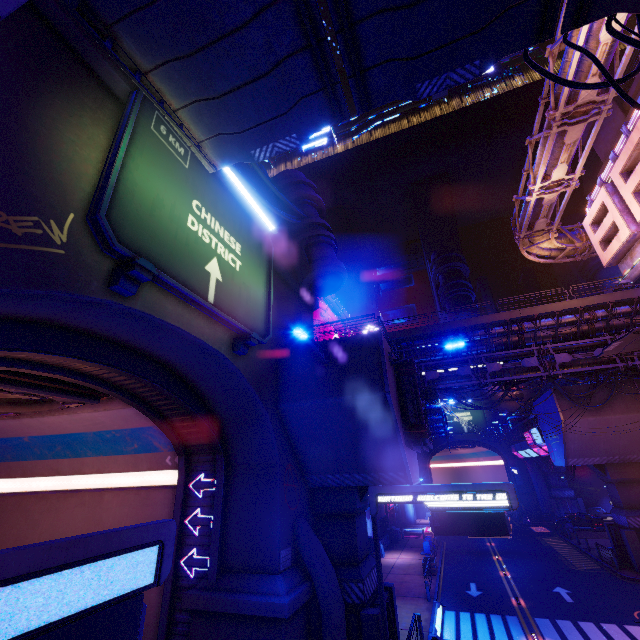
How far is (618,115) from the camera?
20.4 meters

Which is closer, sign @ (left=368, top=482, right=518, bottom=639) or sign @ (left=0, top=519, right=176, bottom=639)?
sign @ (left=0, top=519, right=176, bottom=639)

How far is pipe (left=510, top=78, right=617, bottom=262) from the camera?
16.1 meters

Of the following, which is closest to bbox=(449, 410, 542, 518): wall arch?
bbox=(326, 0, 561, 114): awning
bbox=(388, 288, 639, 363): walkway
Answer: bbox=(388, 288, 639, 363): walkway

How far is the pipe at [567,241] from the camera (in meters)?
16.06

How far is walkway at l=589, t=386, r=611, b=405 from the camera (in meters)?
26.14

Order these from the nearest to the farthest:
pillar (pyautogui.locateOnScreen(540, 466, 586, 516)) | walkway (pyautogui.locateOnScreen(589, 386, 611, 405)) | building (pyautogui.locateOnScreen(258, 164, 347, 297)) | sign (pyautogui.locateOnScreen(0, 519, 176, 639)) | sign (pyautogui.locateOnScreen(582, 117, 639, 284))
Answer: sign (pyautogui.locateOnScreen(0, 519, 176, 639)), sign (pyautogui.locateOnScreen(582, 117, 639, 284)), building (pyautogui.locateOnScreen(258, 164, 347, 297)), walkway (pyautogui.locateOnScreen(589, 386, 611, 405)), pillar (pyautogui.locateOnScreen(540, 466, 586, 516))

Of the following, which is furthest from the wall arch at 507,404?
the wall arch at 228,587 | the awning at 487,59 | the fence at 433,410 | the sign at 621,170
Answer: the awning at 487,59
